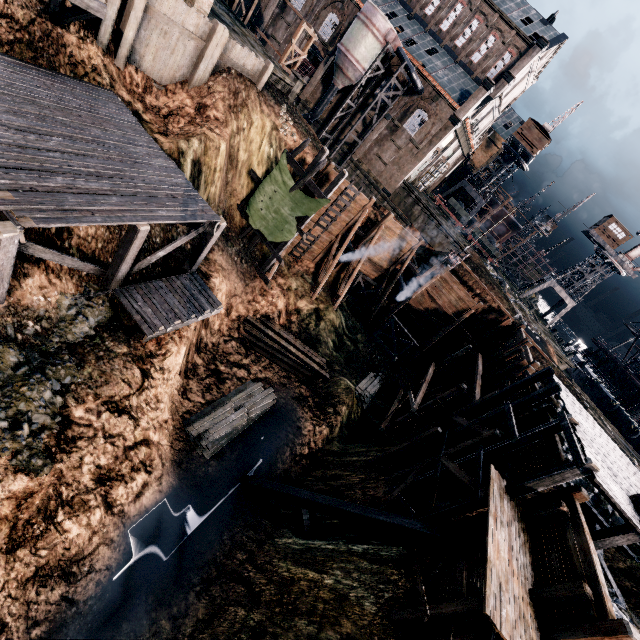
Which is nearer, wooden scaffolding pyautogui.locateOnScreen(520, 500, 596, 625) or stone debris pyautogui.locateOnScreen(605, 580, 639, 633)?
wooden scaffolding pyautogui.locateOnScreen(520, 500, 596, 625)

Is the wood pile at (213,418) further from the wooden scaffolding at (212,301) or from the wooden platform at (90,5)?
the wooden platform at (90,5)

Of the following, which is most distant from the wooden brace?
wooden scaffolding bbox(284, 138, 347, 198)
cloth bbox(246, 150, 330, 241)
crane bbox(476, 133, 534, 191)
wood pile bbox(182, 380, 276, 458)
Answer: crane bbox(476, 133, 534, 191)

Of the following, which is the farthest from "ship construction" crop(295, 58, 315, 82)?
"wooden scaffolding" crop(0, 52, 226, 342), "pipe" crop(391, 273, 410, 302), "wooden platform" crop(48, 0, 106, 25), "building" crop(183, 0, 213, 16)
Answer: "wooden platform" crop(48, 0, 106, 25)

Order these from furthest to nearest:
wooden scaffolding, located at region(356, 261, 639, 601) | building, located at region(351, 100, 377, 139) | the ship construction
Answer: the ship construction
building, located at region(351, 100, 377, 139)
wooden scaffolding, located at region(356, 261, 639, 601)

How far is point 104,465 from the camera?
11.7 meters

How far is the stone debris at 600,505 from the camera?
14.5m

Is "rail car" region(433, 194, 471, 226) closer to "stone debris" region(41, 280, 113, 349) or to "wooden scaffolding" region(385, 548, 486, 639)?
"wooden scaffolding" region(385, 548, 486, 639)
